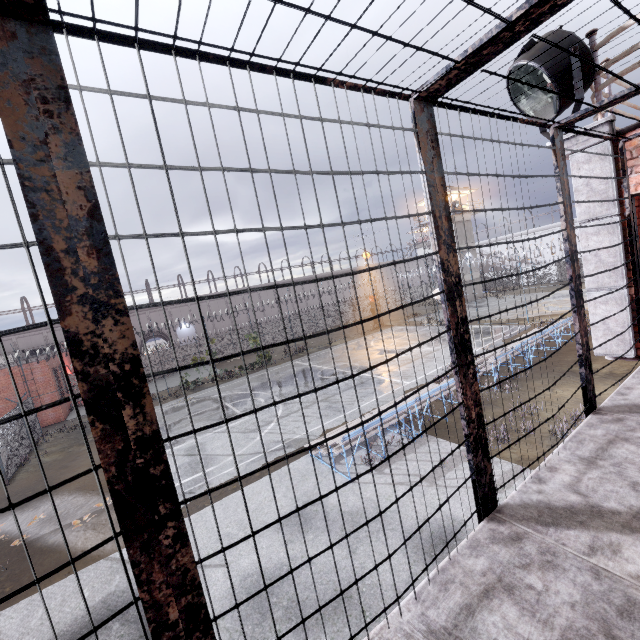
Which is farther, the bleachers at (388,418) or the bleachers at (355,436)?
the bleachers at (388,418)

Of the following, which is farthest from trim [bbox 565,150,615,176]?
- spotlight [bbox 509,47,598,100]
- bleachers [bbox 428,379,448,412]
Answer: bleachers [bbox 428,379,448,412]

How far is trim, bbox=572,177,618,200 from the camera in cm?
430

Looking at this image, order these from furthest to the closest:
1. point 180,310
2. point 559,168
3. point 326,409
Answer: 1. point 180,310
2. point 326,409
3. point 559,168

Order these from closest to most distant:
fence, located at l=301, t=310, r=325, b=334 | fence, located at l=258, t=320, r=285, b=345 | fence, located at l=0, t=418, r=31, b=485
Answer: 1. fence, located at l=0, t=418, r=31, b=485
2. fence, located at l=258, t=320, r=285, b=345
3. fence, located at l=301, t=310, r=325, b=334

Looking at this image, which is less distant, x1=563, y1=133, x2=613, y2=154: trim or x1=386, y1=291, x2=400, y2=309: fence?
x1=563, y1=133, x2=613, y2=154: trim

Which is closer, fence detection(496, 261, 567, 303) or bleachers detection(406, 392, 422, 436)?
bleachers detection(406, 392, 422, 436)

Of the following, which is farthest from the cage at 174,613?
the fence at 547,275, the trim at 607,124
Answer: the fence at 547,275
